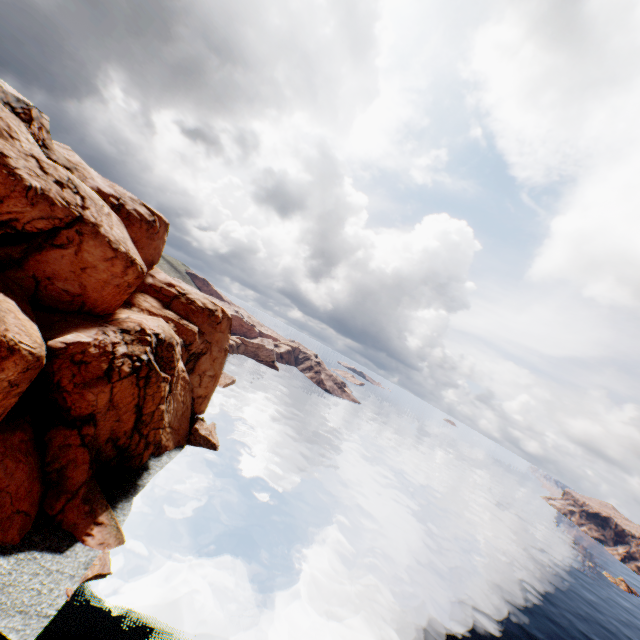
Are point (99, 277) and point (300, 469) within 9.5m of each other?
no
